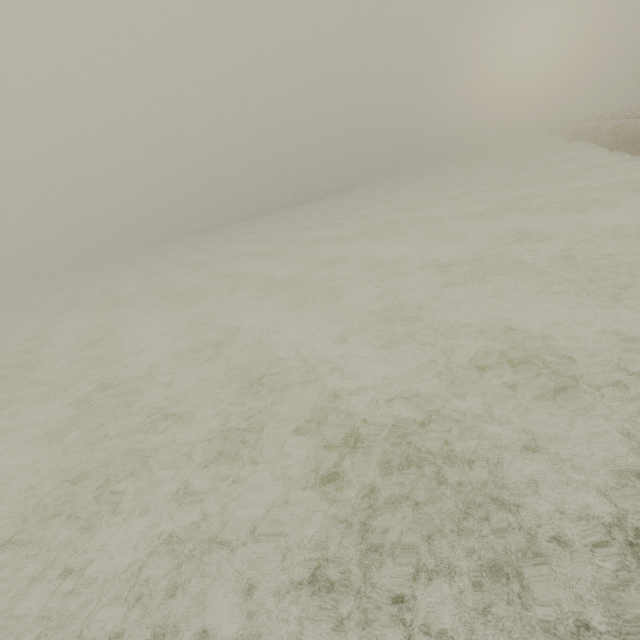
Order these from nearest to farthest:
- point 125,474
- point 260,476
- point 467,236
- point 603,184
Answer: point 260,476 → point 125,474 → point 467,236 → point 603,184
